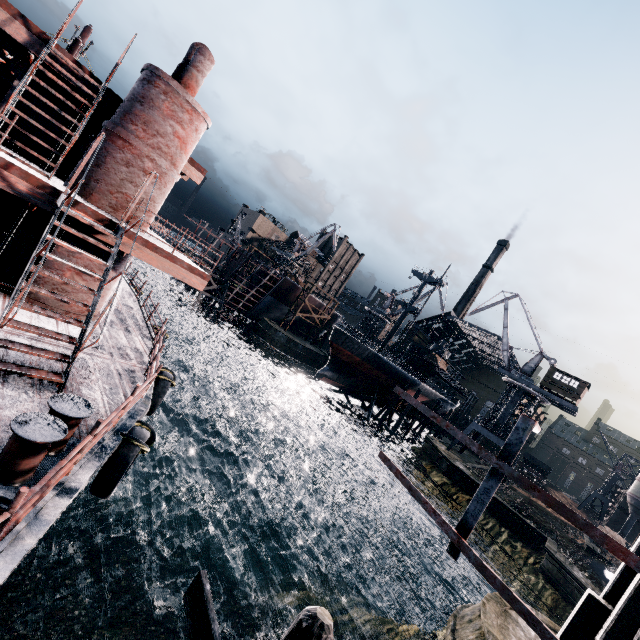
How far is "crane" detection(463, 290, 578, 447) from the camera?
45.7 meters

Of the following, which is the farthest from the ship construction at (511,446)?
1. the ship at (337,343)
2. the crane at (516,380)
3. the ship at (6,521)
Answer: the crane at (516,380)

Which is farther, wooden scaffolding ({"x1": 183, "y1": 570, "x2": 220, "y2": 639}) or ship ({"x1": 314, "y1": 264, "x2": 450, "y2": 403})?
ship ({"x1": 314, "y1": 264, "x2": 450, "y2": 403})

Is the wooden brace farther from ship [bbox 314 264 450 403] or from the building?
the building

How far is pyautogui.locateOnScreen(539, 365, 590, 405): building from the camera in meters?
43.0

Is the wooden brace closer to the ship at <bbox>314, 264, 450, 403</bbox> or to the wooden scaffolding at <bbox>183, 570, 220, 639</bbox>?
the wooden scaffolding at <bbox>183, 570, 220, 639</bbox>

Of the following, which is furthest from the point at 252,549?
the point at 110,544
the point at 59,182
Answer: the point at 59,182

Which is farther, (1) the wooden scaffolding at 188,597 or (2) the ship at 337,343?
(2) the ship at 337,343
